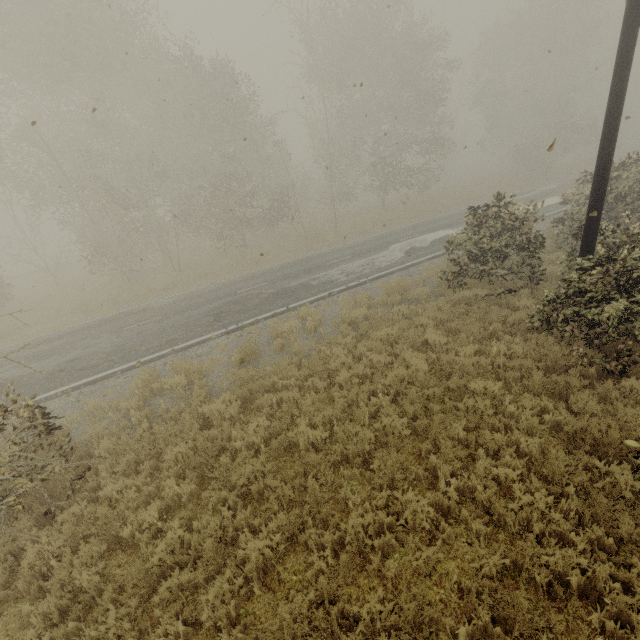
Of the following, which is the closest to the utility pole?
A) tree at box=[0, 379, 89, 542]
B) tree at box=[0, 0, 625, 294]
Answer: tree at box=[0, 0, 625, 294]

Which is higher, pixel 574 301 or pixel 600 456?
pixel 574 301

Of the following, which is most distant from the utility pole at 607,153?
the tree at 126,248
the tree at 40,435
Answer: the tree at 40,435

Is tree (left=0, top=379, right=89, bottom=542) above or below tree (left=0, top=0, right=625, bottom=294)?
below

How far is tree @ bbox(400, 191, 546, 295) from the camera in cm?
955

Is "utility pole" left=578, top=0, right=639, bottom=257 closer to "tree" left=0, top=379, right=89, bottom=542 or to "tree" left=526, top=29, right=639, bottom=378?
"tree" left=526, top=29, right=639, bottom=378

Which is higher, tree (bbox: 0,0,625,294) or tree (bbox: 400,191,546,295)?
tree (bbox: 0,0,625,294)

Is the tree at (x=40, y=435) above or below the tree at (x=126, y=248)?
below
